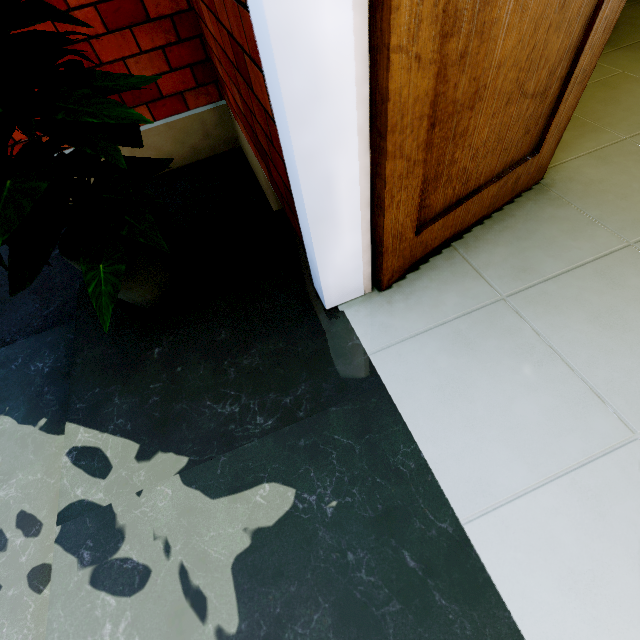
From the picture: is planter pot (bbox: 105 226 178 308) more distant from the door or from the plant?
the door

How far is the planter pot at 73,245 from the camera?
1.00m

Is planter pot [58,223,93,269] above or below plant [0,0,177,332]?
below

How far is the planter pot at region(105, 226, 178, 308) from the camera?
1.0m

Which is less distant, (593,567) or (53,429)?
(593,567)

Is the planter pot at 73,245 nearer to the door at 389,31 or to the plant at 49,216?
the plant at 49,216
